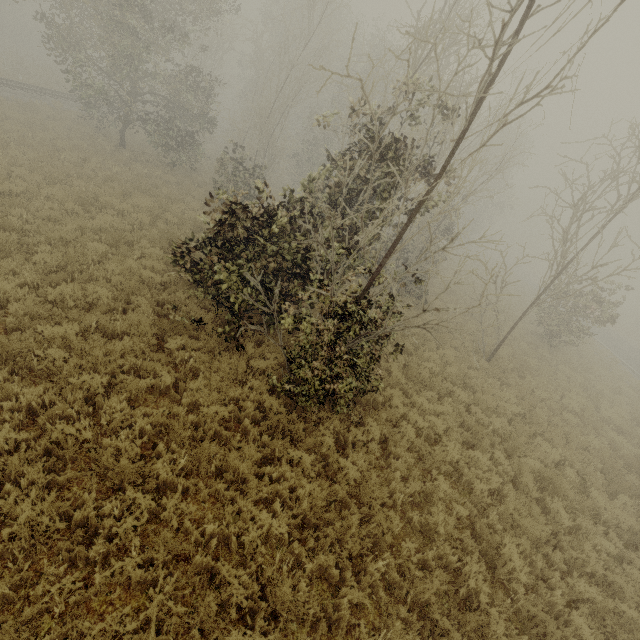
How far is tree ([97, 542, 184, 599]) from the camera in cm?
371

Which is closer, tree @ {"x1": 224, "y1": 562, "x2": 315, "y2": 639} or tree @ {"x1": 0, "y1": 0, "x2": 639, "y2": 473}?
tree @ {"x1": 224, "y1": 562, "x2": 315, "y2": 639}

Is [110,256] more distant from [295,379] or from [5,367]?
[295,379]

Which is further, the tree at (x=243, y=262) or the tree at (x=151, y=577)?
the tree at (x=243, y=262)
